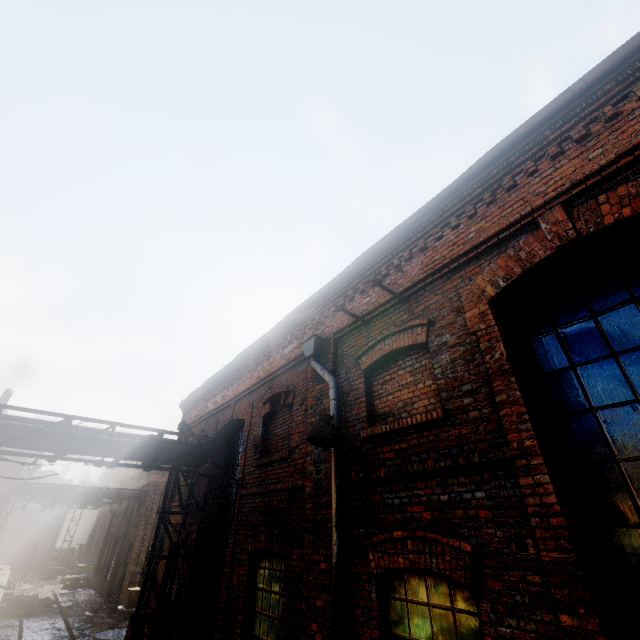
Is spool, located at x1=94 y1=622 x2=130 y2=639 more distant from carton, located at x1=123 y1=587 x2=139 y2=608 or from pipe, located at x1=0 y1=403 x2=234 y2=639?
pipe, located at x1=0 y1=403 x2=234 y2=639

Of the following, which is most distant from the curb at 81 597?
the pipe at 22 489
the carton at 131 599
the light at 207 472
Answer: the light at 207 472

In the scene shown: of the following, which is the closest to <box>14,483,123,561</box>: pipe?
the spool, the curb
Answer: the curb

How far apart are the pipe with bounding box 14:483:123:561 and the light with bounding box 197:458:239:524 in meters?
20.0 m

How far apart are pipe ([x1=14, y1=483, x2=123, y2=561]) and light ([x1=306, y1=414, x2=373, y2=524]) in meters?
24.3 m

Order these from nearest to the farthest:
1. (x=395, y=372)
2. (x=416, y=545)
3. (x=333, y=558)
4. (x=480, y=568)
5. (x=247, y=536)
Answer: (x=480, y=568) → (x=416, y=545) → (x=333, y=558) → (x=395, y=372) → (x=247, y=536)

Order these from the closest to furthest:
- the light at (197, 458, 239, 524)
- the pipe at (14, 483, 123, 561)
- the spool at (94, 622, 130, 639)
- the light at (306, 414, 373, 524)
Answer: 1. the light at (306, 414, 373, 524)
2. the light at (197, 458, 239, 524)
3. the spool at (94, 622, 130, 639)
4. the pipe at (14, 483, 123, 561)

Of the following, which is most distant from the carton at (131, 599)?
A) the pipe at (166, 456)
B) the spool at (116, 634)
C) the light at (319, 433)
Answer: the light at (319, 433)
